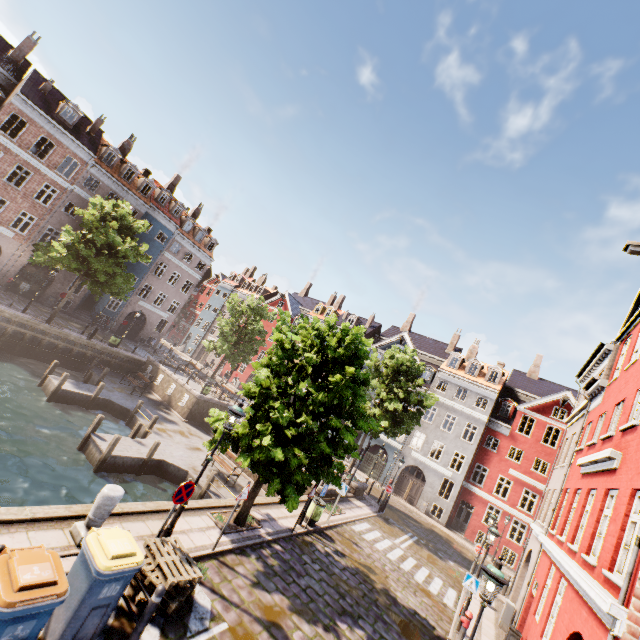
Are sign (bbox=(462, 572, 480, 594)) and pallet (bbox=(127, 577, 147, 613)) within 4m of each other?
no

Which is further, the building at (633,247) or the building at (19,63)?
the building at (19,63)

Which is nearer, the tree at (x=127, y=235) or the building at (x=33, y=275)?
the tree at (x=127, y=235)

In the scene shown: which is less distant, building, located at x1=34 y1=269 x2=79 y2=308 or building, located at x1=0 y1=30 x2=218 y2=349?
building, located at x1=0 y1=30 x2=218 y2=349

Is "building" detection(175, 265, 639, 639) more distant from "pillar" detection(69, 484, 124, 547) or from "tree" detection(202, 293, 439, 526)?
"pillar" detection(69, 484, 124, 547)

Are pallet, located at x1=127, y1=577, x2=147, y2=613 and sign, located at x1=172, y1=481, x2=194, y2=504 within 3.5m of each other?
yes

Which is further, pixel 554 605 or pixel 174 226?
pixel 174 226

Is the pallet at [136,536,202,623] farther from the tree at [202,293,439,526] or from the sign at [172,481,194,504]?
the tree at [202,293,439,526]
